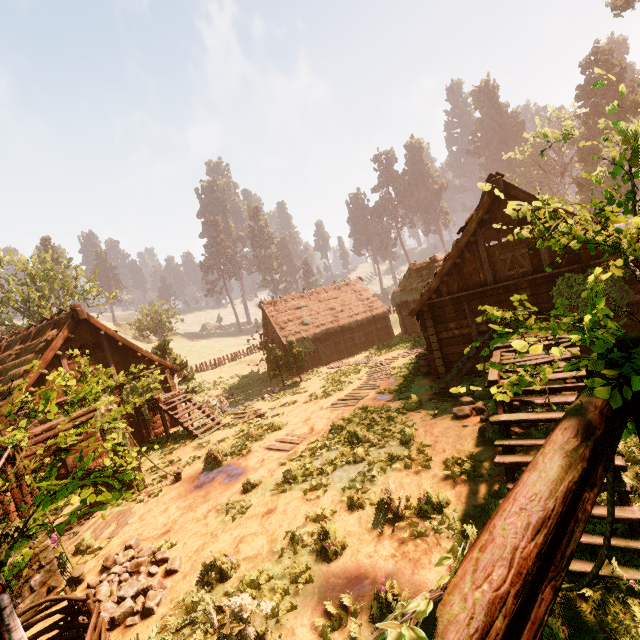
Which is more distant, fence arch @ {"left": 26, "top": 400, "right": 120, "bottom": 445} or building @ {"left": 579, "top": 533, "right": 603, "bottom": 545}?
fence arch @ {"left": 26, "top": 400, "right": 120, "bottom": 445}

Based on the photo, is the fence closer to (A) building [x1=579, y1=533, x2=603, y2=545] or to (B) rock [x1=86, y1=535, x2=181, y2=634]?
(B) rock [x1=86, y1=535, x2=181, y2=634]

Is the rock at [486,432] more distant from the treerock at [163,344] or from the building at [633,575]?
the treerock at [163,344]

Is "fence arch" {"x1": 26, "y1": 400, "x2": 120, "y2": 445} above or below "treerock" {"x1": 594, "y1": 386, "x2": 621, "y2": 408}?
below

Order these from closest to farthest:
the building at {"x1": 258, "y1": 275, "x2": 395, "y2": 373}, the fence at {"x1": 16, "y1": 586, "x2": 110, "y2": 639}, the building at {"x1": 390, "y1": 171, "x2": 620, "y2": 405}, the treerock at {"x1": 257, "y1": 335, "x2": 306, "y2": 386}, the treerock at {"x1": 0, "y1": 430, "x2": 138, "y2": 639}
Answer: the treerock at {"x1": 0, "y1": 430, "x2": 138, "y2": 639}, the fence at {"x1": 16, "y1": 586, "x2": 110, "y2": 639}, the building at {"x1": 390, "y1": 171, "x2": 620, "y2": 405}, the treerock at {"x1": 257, "y1": 335, "x2": 306, "y2": 386}, the building at {"x1": 258, "y1": 275, "x2": 395, "y2": 373}

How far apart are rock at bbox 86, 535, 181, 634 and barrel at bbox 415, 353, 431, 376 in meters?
12.2

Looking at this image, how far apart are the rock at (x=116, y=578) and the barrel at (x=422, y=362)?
12.2 meters

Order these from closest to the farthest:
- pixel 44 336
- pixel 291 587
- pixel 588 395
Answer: pixel 588 395 < pixel 291 587 < pixel 44 336
